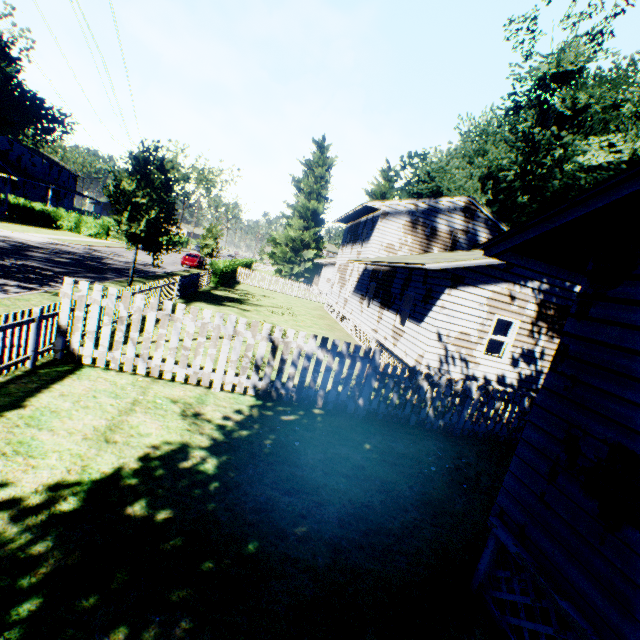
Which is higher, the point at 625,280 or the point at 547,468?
the point at 625,280

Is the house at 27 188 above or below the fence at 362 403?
above

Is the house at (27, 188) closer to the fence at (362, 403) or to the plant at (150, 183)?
the plant at (150, 183)

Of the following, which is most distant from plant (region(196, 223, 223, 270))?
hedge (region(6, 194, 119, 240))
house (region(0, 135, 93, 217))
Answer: hedge (region(6, 194, 119, 240))

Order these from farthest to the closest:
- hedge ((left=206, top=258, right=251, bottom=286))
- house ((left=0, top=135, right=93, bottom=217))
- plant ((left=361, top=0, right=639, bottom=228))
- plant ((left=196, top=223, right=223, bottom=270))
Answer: house ((left=0, top=135, right=93, bottom=217)) → plant ((left=196, top=223, right=223, bottom=270)) → hedge ((left=206, top=258, right=251, bottom=286)) → plant ((left=361, top=0, right=639, bottom=228))

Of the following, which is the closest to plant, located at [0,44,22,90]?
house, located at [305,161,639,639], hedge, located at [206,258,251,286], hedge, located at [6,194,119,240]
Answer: house, located at [305,161,639,639]

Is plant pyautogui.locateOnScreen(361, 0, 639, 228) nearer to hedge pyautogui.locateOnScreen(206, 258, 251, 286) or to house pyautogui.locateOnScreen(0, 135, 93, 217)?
hedge pyautogui.locateOnScreen(206, 258, 251, 286)
